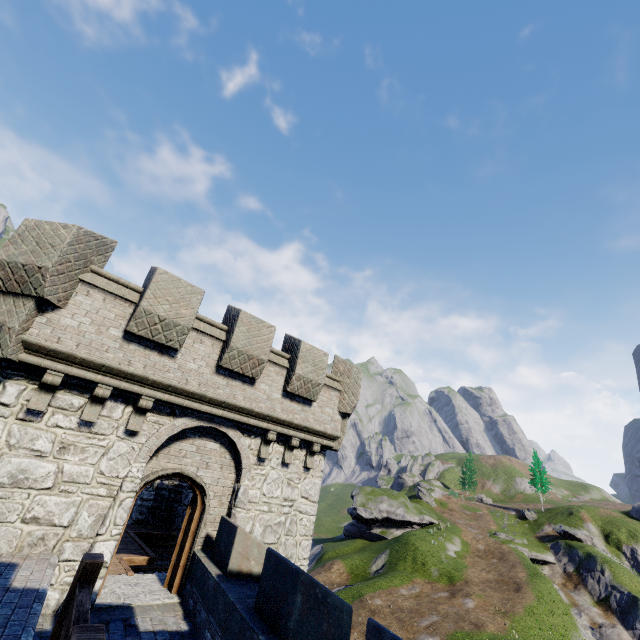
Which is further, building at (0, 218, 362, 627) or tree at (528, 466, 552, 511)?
tree at (528, 466, 552, 511)

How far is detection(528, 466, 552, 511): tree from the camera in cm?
5797

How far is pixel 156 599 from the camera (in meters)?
7.85

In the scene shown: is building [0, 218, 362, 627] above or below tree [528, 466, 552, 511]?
below

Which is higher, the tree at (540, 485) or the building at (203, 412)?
the tree at (540, 485)

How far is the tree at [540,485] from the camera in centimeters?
5797cm
